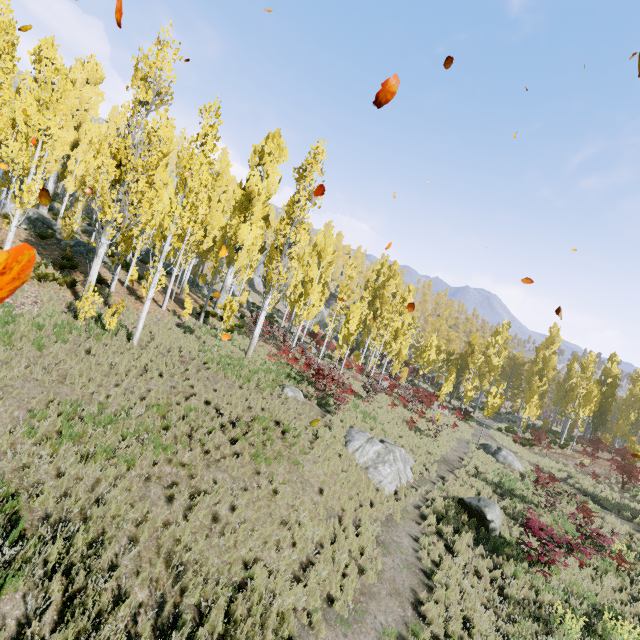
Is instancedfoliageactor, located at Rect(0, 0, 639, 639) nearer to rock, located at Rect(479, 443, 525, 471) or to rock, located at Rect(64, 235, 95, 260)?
rock, located at Rect(64, 235, 95, 260)

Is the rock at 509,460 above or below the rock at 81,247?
below

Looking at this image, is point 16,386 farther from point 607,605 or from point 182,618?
point 607,605

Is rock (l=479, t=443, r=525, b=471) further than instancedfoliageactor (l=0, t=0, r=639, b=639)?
Yes

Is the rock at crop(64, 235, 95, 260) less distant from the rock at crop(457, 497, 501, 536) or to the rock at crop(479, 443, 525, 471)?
the rock at crop(457, 497, 501, 536)

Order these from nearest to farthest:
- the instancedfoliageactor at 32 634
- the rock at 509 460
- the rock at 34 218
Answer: the instancedfoliageactor at 32 634 → the rock at 34 218 → the rock at 509 460

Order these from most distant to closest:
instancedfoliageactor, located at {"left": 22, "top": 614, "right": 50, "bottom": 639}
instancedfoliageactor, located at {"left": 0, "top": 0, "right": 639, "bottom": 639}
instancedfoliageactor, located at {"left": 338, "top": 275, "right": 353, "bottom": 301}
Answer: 1. instancedfoliageactor, located at {"left": 338, "top": 275, "right": 353, "bottom": 301}
2. instancedfoliageactor, located at {"left": 0, "top": 0, "right": 639, "bottom": 639}
3. instancedfoliageactor, located at {"left": 22, "top": 614, "right": 50, "bottom": 639}

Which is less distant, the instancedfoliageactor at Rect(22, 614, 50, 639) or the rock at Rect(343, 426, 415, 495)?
the instancedfoliageactor at Rect(22, 614, 50, 639)
